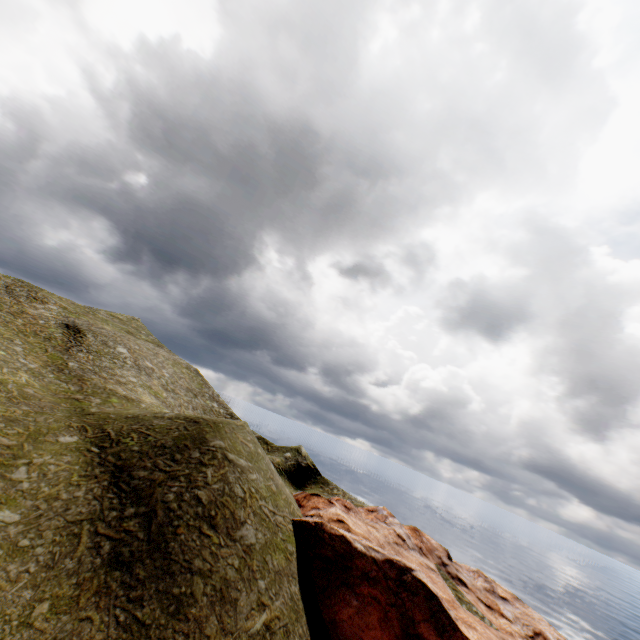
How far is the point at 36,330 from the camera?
40.4 meters
